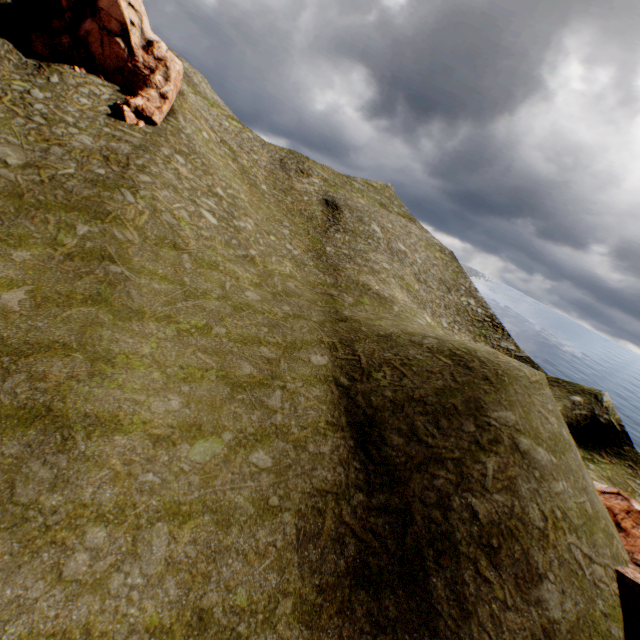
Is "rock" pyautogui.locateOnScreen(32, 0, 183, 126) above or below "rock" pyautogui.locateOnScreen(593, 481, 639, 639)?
above

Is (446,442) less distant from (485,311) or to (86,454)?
(86,454)

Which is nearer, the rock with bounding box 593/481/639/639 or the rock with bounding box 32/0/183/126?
the rock with bounding box 593/481/639/639

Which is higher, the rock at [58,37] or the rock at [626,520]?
the rock at [58,37]

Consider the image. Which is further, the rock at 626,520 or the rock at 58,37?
the rock at 58,37
